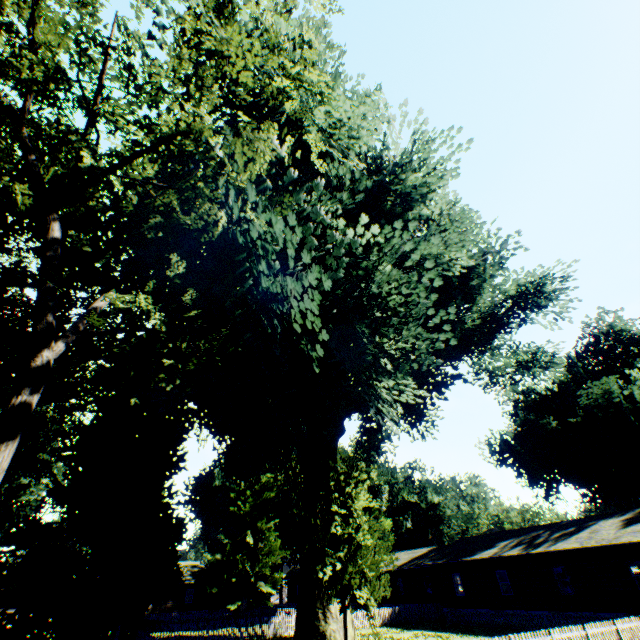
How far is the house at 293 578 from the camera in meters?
58.3

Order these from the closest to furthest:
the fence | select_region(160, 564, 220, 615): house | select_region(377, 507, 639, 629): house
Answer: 1. select_region(377, 507, 639, 629): house
2. the fence
3. select_region(160, 564, 220, 615): house

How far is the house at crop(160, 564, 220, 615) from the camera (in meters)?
45.16

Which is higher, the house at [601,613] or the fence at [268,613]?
the house at [601,613]

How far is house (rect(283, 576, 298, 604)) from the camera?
58.3 meters

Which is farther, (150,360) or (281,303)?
(281,303)

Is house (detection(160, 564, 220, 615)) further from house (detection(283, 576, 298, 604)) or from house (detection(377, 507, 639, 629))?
house (detection(377, 507, 639, 629))

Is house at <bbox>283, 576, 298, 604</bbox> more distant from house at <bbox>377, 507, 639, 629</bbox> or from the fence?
the fence
